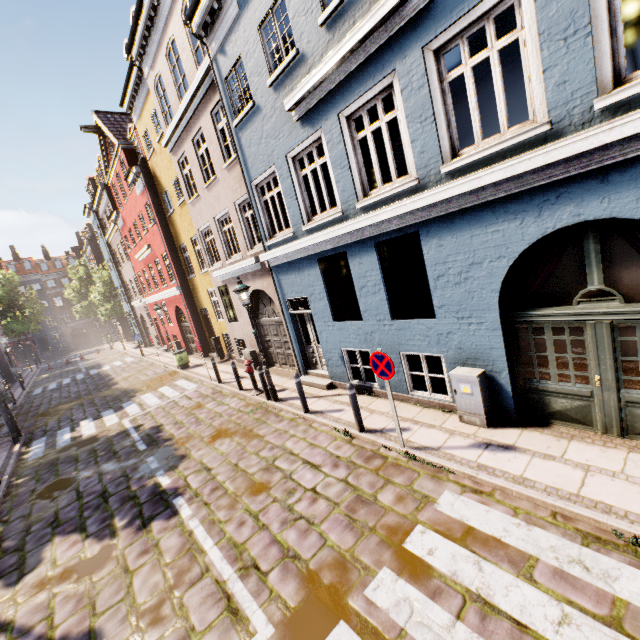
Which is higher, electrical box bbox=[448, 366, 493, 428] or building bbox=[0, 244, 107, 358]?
building bbox=[0, 244, 107, 358]

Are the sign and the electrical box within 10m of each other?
yes

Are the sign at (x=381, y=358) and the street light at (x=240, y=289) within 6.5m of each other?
yes

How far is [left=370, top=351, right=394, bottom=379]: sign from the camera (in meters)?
5.52

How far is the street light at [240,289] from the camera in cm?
909

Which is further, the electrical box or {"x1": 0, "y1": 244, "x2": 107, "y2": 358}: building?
{"x1": 0, "y1": 244, "x2": 107, "y2": 358}: building

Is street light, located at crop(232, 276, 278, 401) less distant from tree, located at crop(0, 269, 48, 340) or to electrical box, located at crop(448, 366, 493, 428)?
electrical box, located at crop(448, 366, 493, 428)

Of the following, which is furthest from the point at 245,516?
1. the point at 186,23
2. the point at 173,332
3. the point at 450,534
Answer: the point at 173,332
